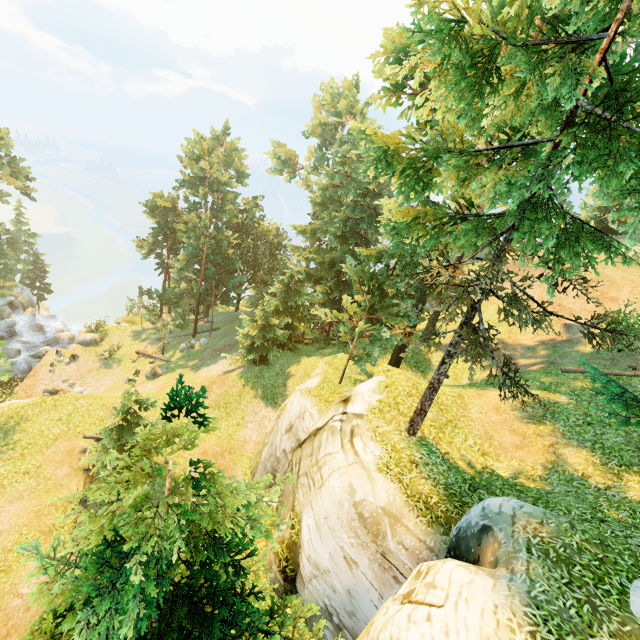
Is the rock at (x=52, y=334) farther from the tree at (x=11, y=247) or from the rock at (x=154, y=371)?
the rock at (x=154, y=371)

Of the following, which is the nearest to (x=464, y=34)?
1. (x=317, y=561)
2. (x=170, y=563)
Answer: (x=170, y=563)

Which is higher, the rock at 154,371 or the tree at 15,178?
the tree at 15,178

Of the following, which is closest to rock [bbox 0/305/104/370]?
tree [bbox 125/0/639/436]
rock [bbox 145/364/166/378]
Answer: tree [bbox 125/0/639/436]

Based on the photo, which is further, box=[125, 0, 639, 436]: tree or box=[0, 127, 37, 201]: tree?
box=[0, 127, 37, 201]: tree

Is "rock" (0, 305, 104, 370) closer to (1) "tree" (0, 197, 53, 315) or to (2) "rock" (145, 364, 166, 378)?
(1) "tree" (0, 197, 53, 315)
